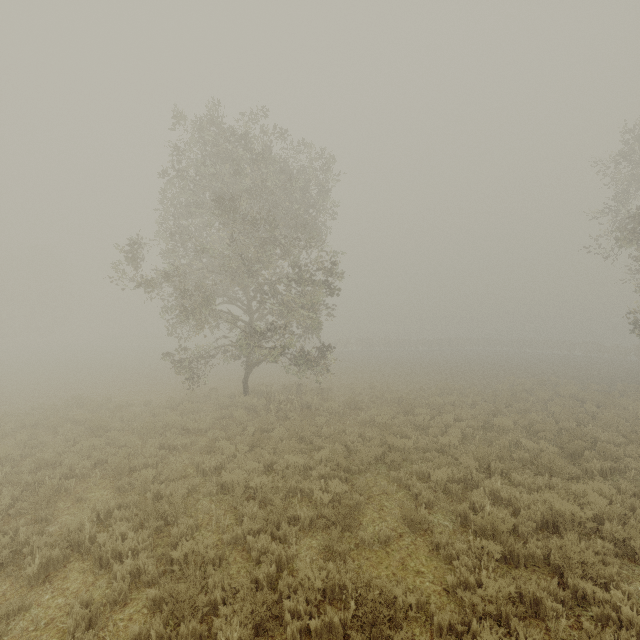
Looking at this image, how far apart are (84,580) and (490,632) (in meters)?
6.51
